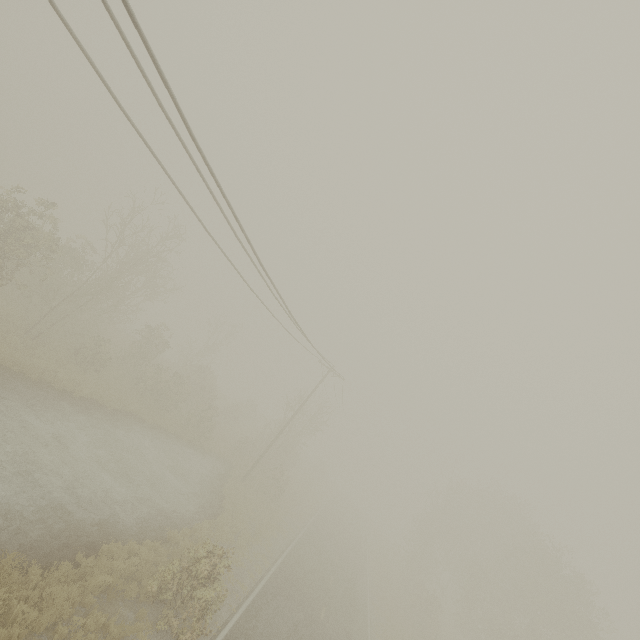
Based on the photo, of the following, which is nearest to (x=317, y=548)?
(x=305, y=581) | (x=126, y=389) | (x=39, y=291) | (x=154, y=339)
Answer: (x=305, y=581)
